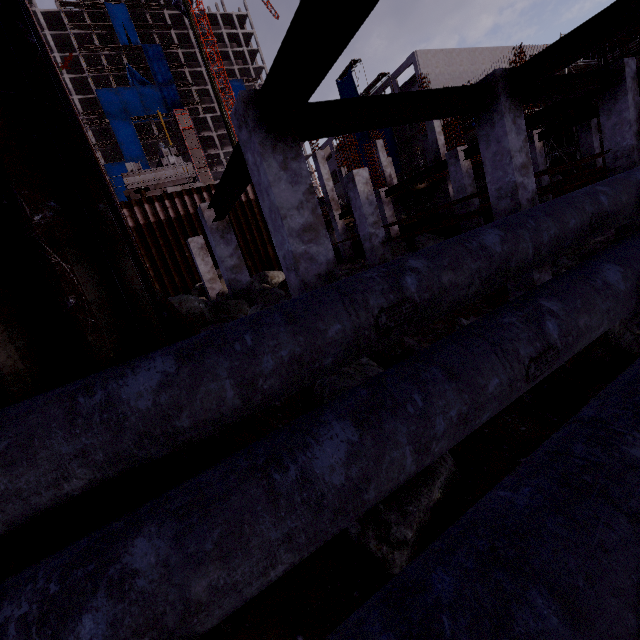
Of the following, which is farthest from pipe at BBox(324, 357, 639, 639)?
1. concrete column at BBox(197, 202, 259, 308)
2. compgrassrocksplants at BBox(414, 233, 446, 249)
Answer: compgrassrocksplants at BBox(414, 233, 446, 249)

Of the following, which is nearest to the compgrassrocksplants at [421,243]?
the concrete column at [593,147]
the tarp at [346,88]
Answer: the concrete column at [593,147]

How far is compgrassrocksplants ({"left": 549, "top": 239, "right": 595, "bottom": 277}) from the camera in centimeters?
876cm

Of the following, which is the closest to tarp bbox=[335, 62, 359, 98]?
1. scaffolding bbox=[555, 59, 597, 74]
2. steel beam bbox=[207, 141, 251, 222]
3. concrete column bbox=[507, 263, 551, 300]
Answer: scaffolding bbox=[555, 59, 597, 74]

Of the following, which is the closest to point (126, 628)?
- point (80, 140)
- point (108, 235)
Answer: point (108, 235)

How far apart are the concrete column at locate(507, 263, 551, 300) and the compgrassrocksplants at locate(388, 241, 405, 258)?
9.1m

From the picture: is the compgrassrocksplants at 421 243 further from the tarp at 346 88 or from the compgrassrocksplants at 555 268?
the tarp at 346 88

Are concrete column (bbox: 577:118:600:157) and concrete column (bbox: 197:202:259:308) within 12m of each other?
no
